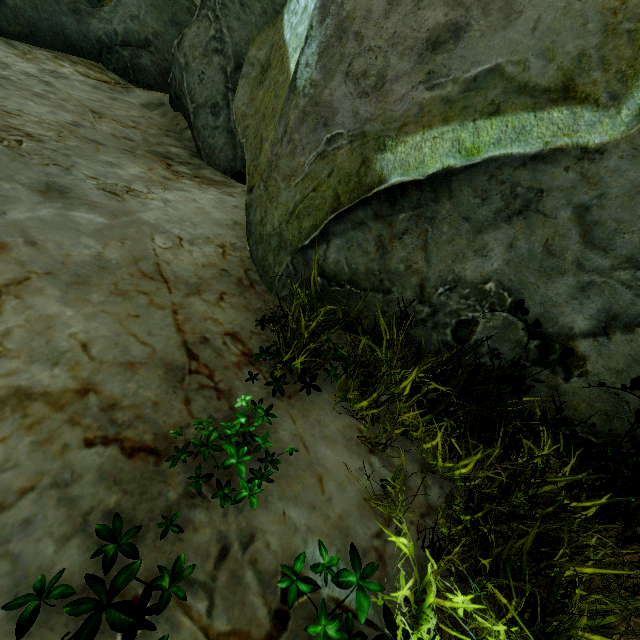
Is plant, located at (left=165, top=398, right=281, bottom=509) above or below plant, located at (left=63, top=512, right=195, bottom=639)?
above

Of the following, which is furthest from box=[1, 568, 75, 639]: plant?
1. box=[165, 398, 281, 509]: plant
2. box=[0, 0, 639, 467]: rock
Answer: box=[0, 0, 639, 467]: rock

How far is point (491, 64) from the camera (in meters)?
1.75

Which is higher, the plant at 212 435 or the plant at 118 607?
the plant at 212 435

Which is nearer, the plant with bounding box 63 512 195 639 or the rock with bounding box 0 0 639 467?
the plant with bounding box 63 512 195 639

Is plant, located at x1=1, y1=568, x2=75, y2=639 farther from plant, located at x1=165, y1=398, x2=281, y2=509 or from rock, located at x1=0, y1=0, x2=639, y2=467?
rock, located at x1=0, y1=0, x2=639, y2=467

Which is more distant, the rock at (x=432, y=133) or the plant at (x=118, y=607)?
the rock at (x=432, y=133)
